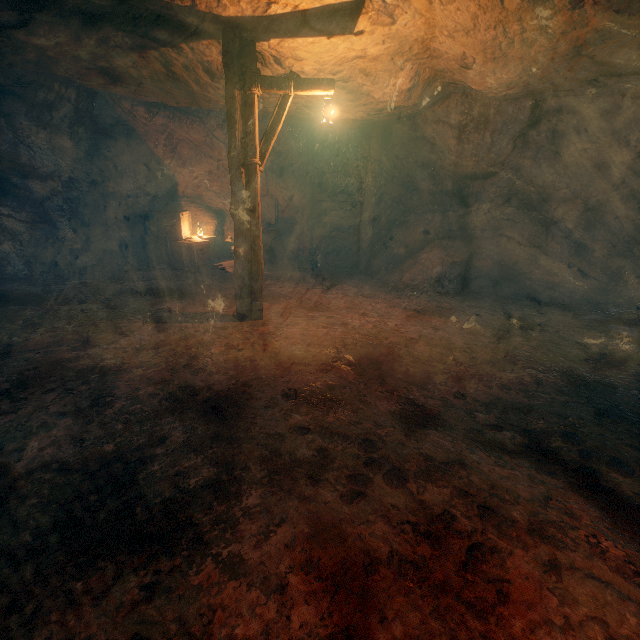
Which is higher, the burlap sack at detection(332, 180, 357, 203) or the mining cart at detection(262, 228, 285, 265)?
the burlap sack at detection(332, 180, 357, 203)

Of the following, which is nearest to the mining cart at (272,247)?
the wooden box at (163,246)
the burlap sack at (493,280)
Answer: the burlap sack at (493,280)

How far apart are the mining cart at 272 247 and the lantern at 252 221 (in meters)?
4.76

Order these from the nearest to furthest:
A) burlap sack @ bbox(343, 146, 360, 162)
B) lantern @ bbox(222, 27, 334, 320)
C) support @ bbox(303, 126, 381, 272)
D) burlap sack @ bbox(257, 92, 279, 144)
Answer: lantern @ bbox(222, 27, 334, 320) < burlap sack @ bbox(257, 92, 279, 144) < support @ bbox(303, 126, 381, 272) < burlap sack @ bbox(343, 146, 360, 162)

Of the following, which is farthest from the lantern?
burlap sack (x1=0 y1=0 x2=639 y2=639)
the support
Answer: the support

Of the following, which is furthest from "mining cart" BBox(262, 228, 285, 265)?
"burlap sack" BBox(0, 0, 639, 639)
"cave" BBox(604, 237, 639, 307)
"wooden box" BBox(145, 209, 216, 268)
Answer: "cave" BBox(604, 237, 639, 307)

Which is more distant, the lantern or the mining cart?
the mining cart

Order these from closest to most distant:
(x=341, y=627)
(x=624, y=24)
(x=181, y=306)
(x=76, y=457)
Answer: (x=341, y=627)
(x=76, y=457)
(x=624, y=24)
(x=181, y=306)
